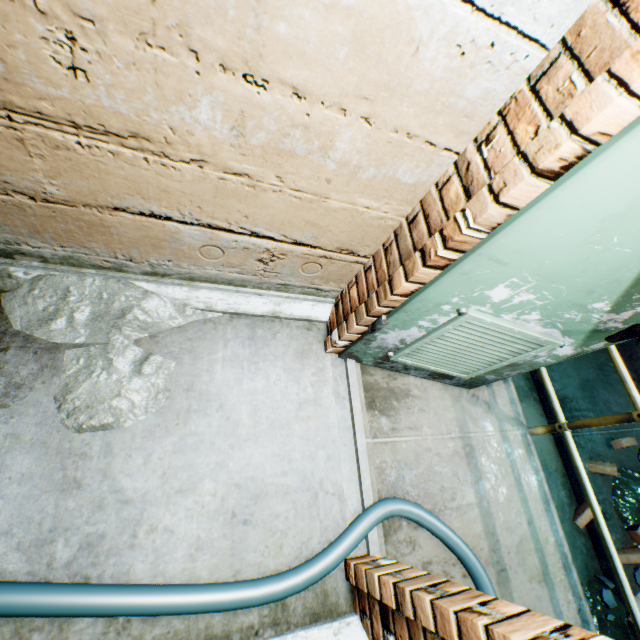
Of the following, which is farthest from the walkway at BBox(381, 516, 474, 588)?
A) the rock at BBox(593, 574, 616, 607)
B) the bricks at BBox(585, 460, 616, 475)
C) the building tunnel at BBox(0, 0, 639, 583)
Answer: the bricks at BBox(585, 460, 616, 475)

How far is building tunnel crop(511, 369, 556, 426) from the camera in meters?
3.9

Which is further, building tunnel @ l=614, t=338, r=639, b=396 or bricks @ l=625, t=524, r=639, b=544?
building tunnel @ l=614, t=338, r=639, b=396

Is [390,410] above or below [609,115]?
below

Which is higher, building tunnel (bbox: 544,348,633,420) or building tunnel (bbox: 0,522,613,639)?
building tunnel (bbox: 0,522,613,639)

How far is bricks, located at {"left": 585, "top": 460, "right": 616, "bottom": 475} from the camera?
3.6m

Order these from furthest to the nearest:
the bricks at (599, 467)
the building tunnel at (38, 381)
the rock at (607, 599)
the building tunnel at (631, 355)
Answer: the building tunnel at (631, 355) < the bricks at (599, 467) < the rock at (607, 599) < the building tunnel at (38, 381)

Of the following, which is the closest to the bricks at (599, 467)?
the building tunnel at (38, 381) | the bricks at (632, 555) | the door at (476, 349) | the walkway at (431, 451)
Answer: the building tunnel at (38, 381)
